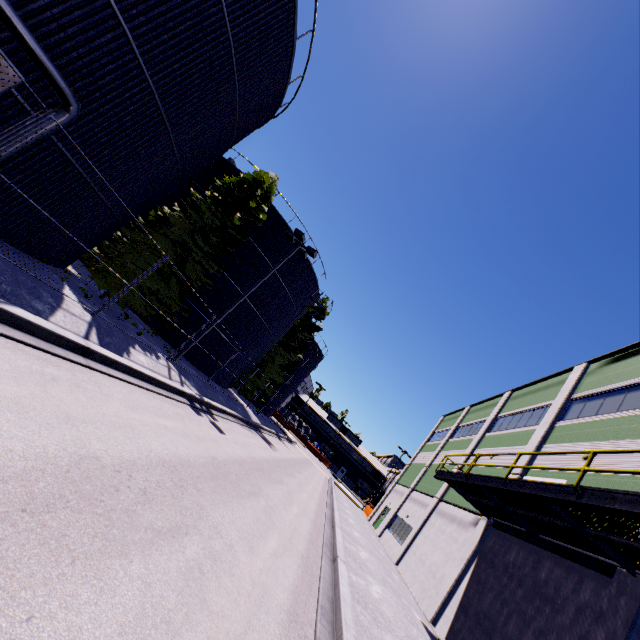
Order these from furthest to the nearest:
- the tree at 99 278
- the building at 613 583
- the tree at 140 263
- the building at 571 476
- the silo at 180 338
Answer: the silo at 180 338, the tree at 140 263, the tree at 99 278, the building at 571 476, the building at 613 583

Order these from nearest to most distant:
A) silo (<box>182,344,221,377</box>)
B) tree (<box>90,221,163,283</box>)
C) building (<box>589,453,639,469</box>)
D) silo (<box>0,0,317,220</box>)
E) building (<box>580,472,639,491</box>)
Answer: silo (<box>0,0,317,220</box>)
building (<box>580,472,639,491</box>)
building (<box>589,453,639,469</box>)
tree (<box>90,221,163,283</box>)
silo (<box>182,344,221,377</box>)

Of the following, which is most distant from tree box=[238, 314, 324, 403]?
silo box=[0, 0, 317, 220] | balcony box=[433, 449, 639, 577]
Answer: balcony box=[433, 449, 639, 577]

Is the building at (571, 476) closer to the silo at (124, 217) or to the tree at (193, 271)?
the silo at (124, 217)

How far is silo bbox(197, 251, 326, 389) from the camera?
24.05m

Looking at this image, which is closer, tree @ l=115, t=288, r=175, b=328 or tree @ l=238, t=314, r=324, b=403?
tree @ l=115, t=288, r=175, b=328

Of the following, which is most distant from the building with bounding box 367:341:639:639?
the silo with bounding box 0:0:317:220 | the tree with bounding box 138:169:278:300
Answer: the tree with bounding box 138:169:278:300

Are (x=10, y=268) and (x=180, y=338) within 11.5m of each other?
no
